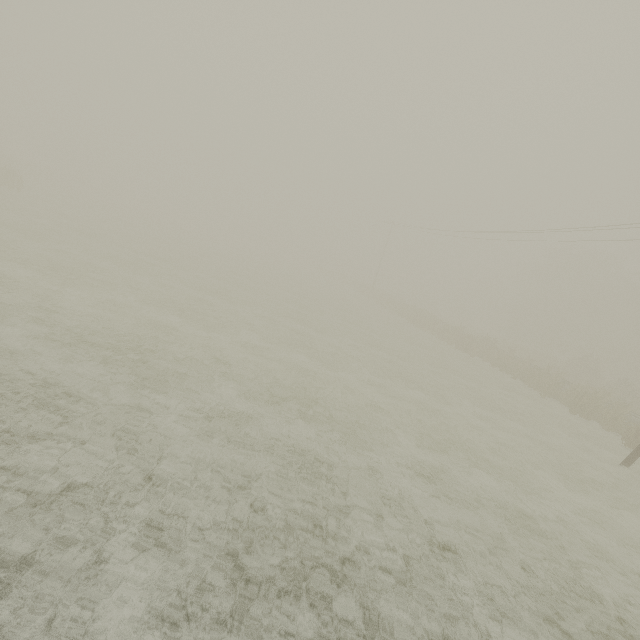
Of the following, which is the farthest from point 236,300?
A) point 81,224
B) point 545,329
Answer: point 545,329
